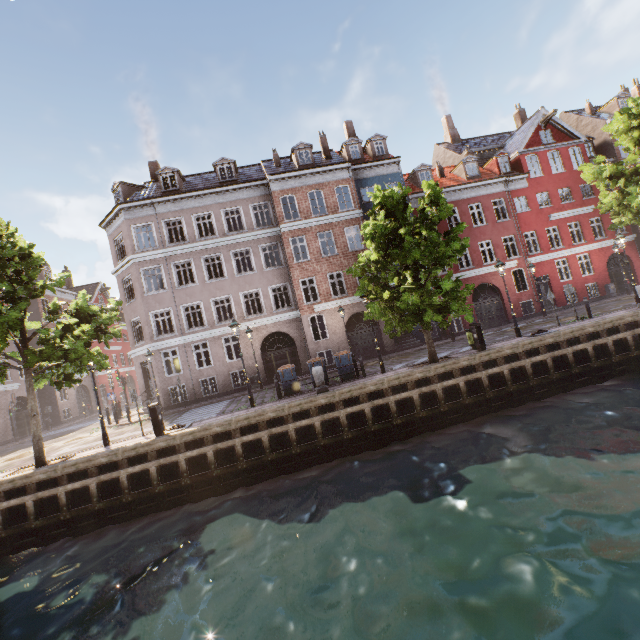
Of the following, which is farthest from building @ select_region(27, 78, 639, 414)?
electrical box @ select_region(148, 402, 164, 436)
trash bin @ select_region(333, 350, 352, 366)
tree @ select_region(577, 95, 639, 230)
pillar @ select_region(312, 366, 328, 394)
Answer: A: electrical box @ select_region(148, 402, 164, 436)

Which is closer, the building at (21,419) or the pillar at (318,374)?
the pillar at (318,374)

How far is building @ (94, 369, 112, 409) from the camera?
36.84m

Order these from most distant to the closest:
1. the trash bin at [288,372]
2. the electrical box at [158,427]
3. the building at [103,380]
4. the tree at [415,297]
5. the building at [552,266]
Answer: the building at [103,380] < the building at [552,266] < the trash bin at [288,372] < the tree at [415,297] < the electrical box at [158,427]

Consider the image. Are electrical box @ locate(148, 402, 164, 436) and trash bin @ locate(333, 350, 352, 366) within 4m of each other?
no

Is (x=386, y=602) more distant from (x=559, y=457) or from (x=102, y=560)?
(x=102, y=560)

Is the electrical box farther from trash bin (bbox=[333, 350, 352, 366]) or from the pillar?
trash bin (bbox=[333, 350, 352, 366])
